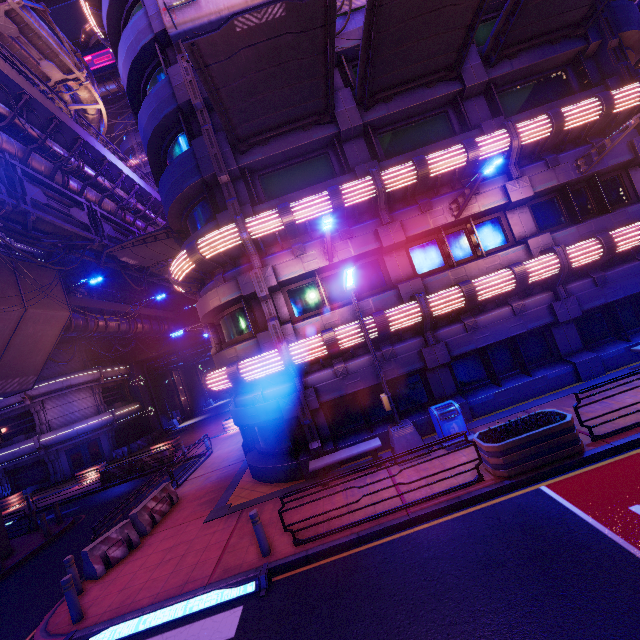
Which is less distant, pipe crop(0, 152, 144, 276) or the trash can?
the trash can

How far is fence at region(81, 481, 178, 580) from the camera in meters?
9.6 m

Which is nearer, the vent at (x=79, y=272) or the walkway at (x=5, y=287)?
the walkway at (x=5, y=287)

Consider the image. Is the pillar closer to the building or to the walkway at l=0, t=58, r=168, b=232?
the walkway at l=0, t=58, r=168, b=232

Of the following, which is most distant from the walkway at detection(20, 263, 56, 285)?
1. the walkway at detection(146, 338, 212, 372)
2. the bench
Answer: the bench

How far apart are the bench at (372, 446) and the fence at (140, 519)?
6.3m

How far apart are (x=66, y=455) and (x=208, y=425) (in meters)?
12.68

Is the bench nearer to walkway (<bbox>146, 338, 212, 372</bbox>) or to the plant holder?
the plant holder
